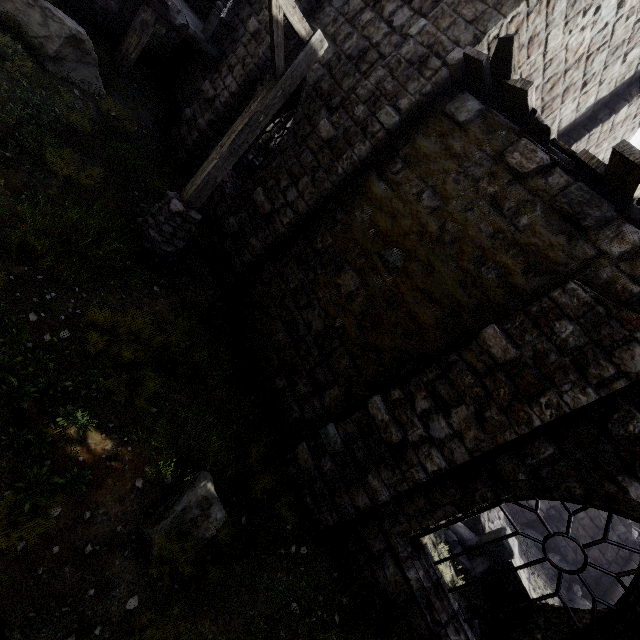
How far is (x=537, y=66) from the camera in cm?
653

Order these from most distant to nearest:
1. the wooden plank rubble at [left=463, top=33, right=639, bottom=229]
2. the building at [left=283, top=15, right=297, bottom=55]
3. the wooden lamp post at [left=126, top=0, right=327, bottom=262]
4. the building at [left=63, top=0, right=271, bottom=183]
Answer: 1. the building at [left=63, top=0, right=271, bottom=183]
2. the building at [left=283, top=15, right=297, bottom=55]
3. the wooden lamp post at [left=126, top=0, right=327, bottom=262]
4. the wooden plank rubble at [left=463, top=33, right=639, bottom=229]

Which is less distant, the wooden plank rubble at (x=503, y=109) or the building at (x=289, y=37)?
the wooden plank rubble at (x=503, y=109)

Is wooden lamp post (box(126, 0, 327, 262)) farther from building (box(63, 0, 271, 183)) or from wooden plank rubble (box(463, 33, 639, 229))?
wooden plank rubble (box(463, 33, 639, 229))

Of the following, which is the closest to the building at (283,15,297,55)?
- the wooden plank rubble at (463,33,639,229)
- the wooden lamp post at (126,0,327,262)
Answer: the wooden plank rubble at (463,33,639,229)

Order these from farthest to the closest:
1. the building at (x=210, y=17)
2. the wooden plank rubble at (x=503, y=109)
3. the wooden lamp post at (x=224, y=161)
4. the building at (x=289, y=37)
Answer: the building at (x=210, y=17) → the building at (x=289, y=37) → the wooden lamp post at (x=224, y=161) → the wooden plank rubble at (x=503, y=109)
